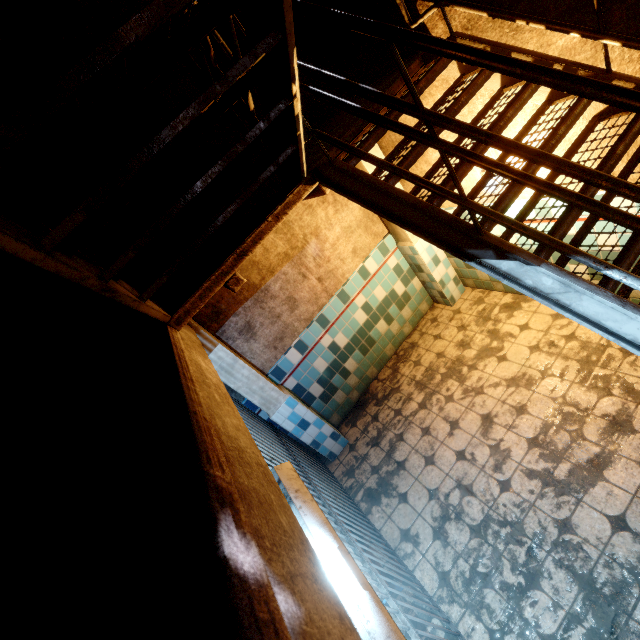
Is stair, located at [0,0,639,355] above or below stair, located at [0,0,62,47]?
below

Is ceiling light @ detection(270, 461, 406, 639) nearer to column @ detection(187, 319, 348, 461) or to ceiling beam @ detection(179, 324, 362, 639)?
ceiling beam @ detection(179, 324, 362, 639)

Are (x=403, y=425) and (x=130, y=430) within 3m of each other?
no

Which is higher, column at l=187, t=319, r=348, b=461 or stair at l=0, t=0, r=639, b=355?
stair at l=0, t=0, r=639, b=355

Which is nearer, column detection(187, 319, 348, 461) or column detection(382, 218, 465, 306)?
column detection(187, 319, 348, 461)

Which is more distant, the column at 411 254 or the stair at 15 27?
the column at 411 254

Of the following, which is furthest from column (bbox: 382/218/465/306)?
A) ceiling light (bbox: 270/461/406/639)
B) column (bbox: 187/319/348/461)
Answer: ceiling light (bbox: 270/461/406/639)

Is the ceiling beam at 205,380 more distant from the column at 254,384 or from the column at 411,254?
the column at 411,254
